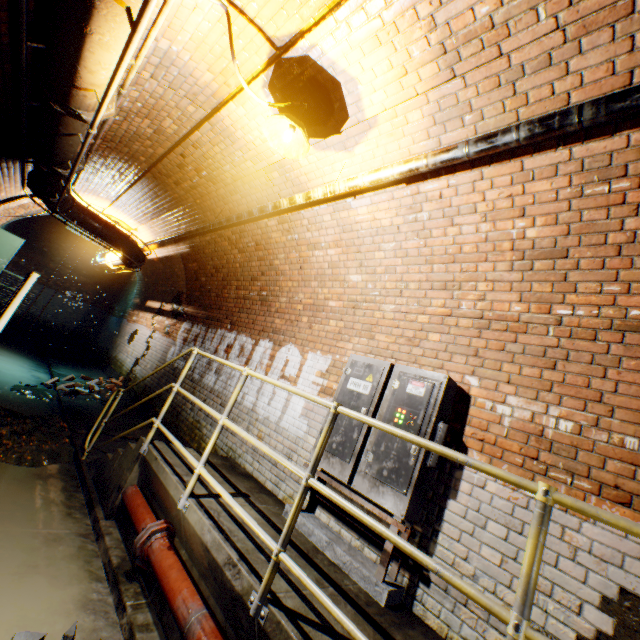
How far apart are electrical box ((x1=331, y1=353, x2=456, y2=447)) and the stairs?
1.5m

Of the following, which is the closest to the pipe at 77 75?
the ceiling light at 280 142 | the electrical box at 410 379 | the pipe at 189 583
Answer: the ceiling light at 280 142

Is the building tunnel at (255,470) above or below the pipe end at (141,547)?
above

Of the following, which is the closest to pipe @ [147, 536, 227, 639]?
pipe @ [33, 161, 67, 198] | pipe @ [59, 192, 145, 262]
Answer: pipe @ [33, 161, 67, 198]

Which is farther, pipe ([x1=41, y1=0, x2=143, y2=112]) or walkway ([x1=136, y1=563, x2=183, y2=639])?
walkway ([x1=136, y1=563, x2=183, y2=639])

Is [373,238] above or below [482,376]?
above

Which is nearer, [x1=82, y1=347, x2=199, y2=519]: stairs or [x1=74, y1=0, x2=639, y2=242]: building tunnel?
[x1=74, y1=0, x2=639, y2=242]: building tunnel

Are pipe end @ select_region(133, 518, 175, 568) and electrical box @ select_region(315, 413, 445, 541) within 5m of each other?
yes
